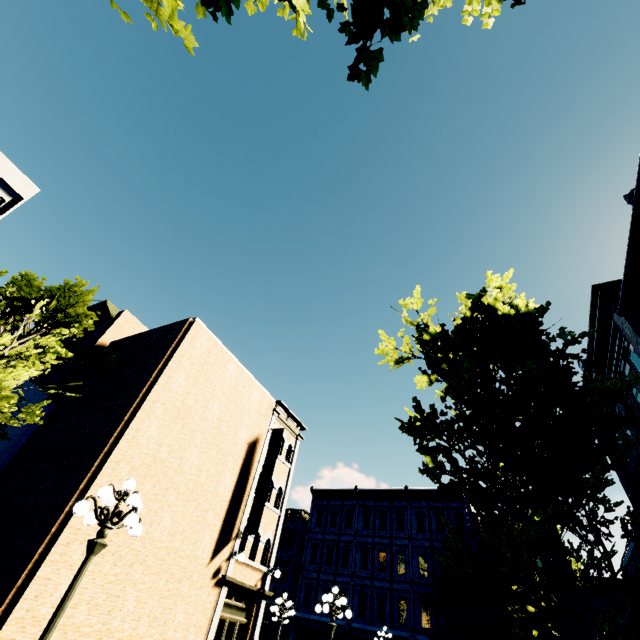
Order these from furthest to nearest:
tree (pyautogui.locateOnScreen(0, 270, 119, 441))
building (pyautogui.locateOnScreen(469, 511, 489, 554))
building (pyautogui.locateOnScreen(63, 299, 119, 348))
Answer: building (pyautogui.locateOnScreen(469, 511, 489, 554)), building (pyautogui.locateOnScreen(63, 299, 119, 348)), tree (pyautogui.locateOnScreen(0, 270, 119, 441))

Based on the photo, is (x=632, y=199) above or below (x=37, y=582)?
above

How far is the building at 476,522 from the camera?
24.7m

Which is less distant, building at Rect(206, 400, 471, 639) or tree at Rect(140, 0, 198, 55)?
tree at Rect(140, 0, 198, 55)

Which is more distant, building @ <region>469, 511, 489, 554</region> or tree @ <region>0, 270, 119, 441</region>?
building @ <region>469, 511, 489, 554</region>

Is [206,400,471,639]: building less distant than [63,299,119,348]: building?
Yes

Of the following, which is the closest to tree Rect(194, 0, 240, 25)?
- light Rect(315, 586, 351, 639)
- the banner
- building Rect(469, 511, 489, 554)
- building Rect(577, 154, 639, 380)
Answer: building Rect(469, 511, 489, 554)

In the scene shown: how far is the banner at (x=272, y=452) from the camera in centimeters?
1452cm
